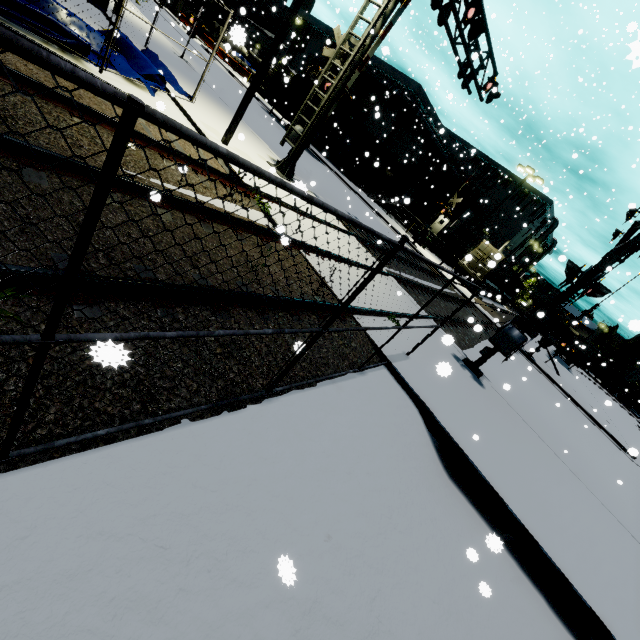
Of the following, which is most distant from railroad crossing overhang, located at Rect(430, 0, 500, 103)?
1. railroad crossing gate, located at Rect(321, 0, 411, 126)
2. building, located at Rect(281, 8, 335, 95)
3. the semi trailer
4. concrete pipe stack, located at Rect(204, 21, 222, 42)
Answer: concrete pipe stack, located at Rect(204, 21, 222, 42)

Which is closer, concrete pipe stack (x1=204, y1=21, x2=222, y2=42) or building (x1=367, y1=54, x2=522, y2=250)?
→ building (x1=367, y1=54, x2=522, y2=250)

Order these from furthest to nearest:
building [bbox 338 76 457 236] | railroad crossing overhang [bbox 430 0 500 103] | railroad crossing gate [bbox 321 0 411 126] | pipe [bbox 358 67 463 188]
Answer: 1. building [bbox 338 76 457 236]
2. pipe [bbox 358 67 463 188]
3. railroad crossing gate [bbox 321 0 411 126]
4. railroad crossing overhang [bbox 430 0 500 103]

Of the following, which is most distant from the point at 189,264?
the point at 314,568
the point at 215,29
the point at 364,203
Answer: the point at 215,29

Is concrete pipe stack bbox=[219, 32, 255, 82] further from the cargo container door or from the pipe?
the cargo container door

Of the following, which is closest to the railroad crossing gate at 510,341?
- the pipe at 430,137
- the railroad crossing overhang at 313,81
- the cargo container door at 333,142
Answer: the railroad crossing overhang at 313,81

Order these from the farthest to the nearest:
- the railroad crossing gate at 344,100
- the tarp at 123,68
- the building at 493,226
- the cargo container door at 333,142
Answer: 1. the building at 493,226
2. the cargo container door at 333,142
3. the railroad crossing gate at 344,100
4. the tarp at 123,68

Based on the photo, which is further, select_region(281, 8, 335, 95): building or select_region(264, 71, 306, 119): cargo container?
select_region(281, 8, 335, 95): building
